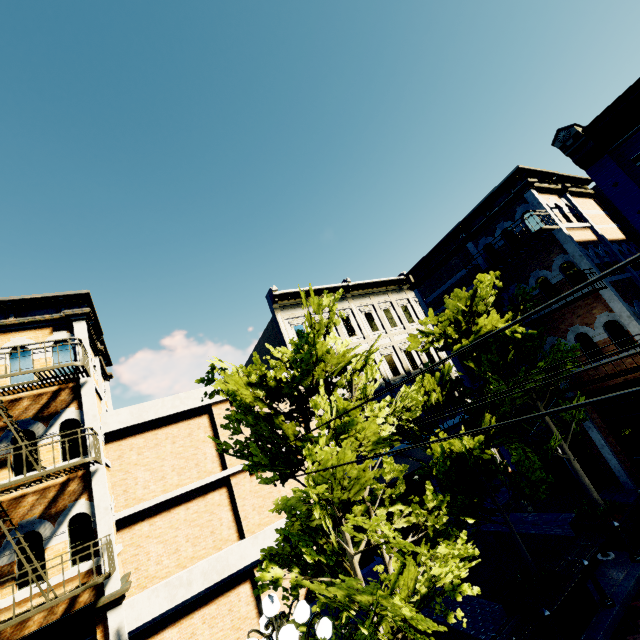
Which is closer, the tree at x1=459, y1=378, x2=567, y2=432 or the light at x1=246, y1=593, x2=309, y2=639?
the light at x1=246, y1=593, x2=309, y2=639

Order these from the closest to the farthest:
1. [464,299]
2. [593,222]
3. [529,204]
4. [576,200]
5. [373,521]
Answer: [373,521]
[464,299]
[529,204]
[593,222]
[576,200]

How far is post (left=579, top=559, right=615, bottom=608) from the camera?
6.8m

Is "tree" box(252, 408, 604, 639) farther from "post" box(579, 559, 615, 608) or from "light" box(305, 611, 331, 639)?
"post" box(579, 559, 615, 608)

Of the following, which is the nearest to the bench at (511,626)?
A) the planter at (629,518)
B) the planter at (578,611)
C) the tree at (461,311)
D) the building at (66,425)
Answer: the planter at (578,611)

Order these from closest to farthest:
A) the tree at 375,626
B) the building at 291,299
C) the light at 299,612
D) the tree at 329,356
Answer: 1. the light at 299,612
2. the tree at 375,626
3. the tree at 329,356
4. the building at 291,299

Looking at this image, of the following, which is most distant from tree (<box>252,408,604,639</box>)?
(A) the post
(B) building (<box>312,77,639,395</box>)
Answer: (A) the post

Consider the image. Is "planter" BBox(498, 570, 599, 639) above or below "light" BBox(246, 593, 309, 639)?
below
